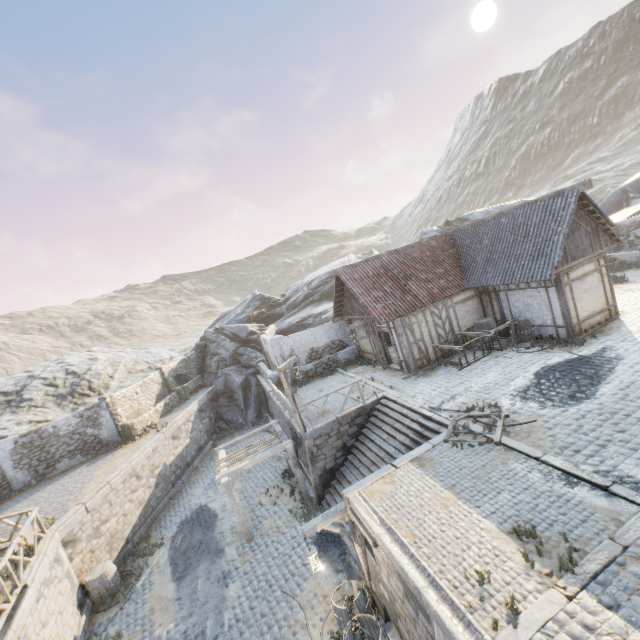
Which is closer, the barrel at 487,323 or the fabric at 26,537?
the fabric at 26,537

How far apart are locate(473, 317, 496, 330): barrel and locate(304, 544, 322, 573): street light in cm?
1091

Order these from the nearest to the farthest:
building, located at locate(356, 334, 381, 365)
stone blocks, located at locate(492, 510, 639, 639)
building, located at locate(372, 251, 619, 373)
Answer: stone blocks, located at locate(492, 510, 639, 639) → building, located at locate(372, 251, 619, 373) → building, located at locate(356, 334, 381, 365)

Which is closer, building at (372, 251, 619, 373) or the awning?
the awning

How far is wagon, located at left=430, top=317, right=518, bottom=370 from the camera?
14.3m

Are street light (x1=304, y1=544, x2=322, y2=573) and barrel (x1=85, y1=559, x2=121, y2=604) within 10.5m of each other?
yes

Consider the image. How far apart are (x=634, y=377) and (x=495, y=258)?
7.5m

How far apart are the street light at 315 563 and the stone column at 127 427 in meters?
16.2 m
